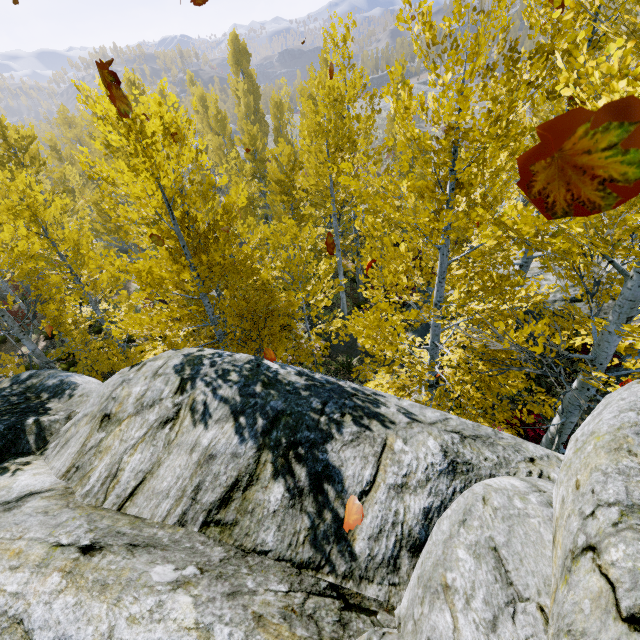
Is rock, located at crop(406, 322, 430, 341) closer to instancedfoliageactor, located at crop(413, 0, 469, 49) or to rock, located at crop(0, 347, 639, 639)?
instancedfoliageactor, located at crop(413, 0, 469, 49)

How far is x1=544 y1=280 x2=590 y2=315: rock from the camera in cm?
1101

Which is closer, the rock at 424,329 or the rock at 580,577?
the rock at 580,577

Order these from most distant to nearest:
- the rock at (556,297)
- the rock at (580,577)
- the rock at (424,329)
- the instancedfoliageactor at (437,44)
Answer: the rock at (424,329) < the rock at (556,297) < the instancedfoliageactor at (437,44) < the rock at (580,577)

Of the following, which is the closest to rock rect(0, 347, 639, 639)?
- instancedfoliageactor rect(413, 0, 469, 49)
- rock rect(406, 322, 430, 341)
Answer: instancedfoliageactor rect(413, 0, 469, 49)

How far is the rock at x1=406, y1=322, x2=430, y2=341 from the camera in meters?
13.1 m

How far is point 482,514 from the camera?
2.5m

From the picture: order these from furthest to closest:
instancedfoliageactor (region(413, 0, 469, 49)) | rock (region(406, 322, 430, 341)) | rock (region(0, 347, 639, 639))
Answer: rock (region(406, 322, 430, 341)) → instancedfoliageactor (region(413, 0, 469, 49)) → rock (region(0, 347, 639, 639))
